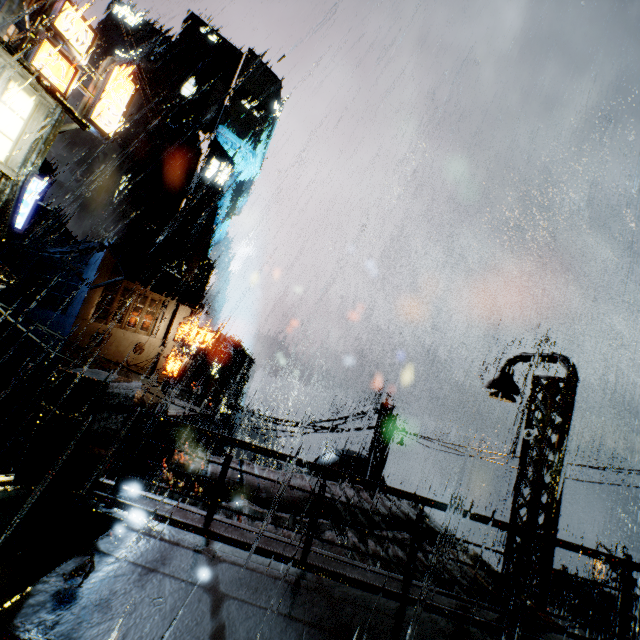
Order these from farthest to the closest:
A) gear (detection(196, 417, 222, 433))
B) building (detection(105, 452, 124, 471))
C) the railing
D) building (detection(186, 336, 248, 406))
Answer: building (detection(186, 336, 248, 406)), gear (detection(196, 417, 222, 433)), building (detection(105, 452, 124, 471)), the railing

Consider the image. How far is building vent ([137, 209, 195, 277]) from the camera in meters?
44.7

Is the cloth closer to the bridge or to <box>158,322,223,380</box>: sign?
<box>158,322,223,380</box>: sign

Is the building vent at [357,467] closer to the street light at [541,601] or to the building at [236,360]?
the building at [236,360]

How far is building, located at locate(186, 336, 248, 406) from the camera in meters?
53.8

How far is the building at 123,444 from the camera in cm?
2372

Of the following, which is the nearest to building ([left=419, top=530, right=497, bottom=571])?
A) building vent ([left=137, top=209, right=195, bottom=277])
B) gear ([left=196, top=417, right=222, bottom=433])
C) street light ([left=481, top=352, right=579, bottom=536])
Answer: street light ([left=481, top=352, right=579, bottom=536])

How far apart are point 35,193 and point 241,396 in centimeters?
4897cm
